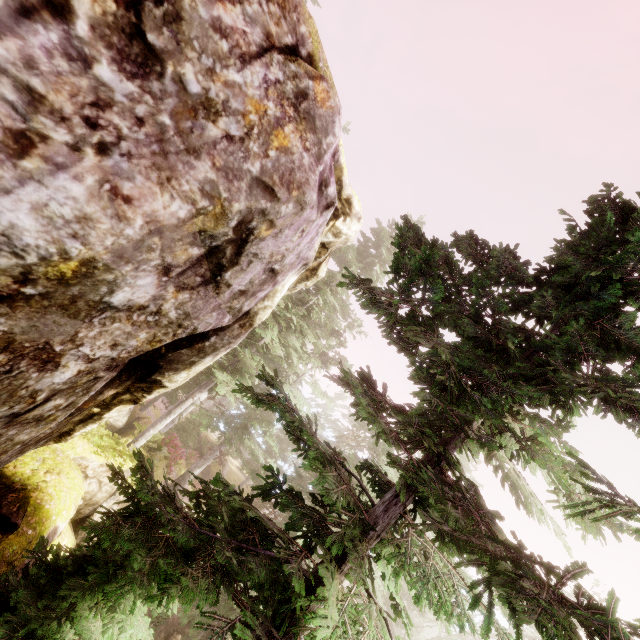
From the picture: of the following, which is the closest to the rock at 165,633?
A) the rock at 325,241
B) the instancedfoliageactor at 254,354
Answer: the instancedfoliageactor at 254,354

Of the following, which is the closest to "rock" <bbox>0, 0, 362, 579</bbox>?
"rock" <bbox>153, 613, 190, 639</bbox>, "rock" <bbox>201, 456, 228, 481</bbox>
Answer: "rock" <bbox>153, 613, 190, 639</bbox>

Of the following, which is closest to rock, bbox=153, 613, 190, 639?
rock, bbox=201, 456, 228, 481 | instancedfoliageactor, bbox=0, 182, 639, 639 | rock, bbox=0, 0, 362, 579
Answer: instancedfoliageactor, bbox=0, 182, 639, 639

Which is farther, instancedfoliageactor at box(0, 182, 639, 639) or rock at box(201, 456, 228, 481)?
rock at box(201, 456, 228, 481)

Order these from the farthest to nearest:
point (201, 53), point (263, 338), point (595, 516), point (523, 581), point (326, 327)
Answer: point (326, 327) < point (263, 338) < point (201, 53) < point (523, 581) < point (595, 516)

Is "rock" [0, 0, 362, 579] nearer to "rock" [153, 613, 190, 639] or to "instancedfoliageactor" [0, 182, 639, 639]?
"instancedfoliageactor" [0, 182, 639, 639]

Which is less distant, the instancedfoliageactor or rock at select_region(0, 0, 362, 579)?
rock at select_region(0, 0, 362, 579)

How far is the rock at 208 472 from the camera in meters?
31.0 m
